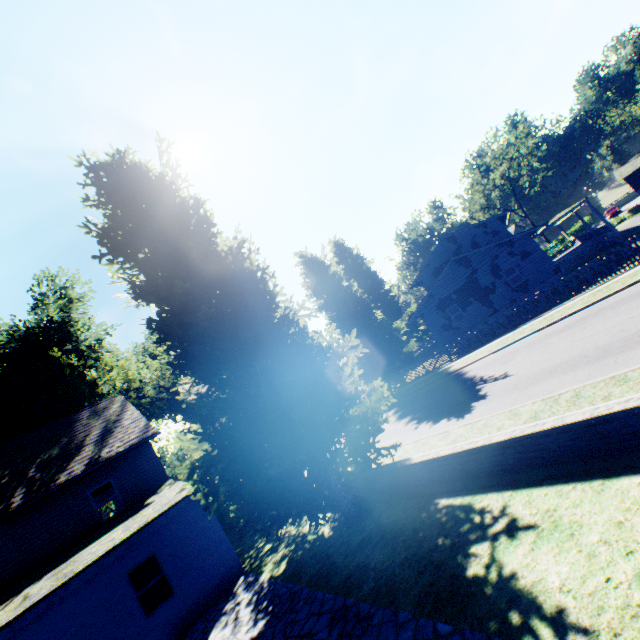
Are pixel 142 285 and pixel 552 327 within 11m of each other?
no

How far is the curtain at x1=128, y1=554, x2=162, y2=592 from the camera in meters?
10.6

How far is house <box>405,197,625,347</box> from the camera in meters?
24.2

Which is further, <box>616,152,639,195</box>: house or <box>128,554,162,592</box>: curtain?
<box>616,152,639,195</box>: house

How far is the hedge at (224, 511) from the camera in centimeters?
1810cm

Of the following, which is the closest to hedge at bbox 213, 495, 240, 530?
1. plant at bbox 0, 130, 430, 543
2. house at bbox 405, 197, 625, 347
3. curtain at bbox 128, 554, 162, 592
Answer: plant at bbox 0, 130, 430, 543

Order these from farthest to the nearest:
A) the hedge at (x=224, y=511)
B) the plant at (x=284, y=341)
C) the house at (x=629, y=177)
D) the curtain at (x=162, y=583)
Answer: the house at (x=629, y=177)
the hedge at (x=224, y=511)
the curtain at (x=162, y=583)
the plant at (x=284, y=341)

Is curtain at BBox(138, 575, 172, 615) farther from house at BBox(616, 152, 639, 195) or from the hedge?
house at BBox(616, 152, 639, 195)
